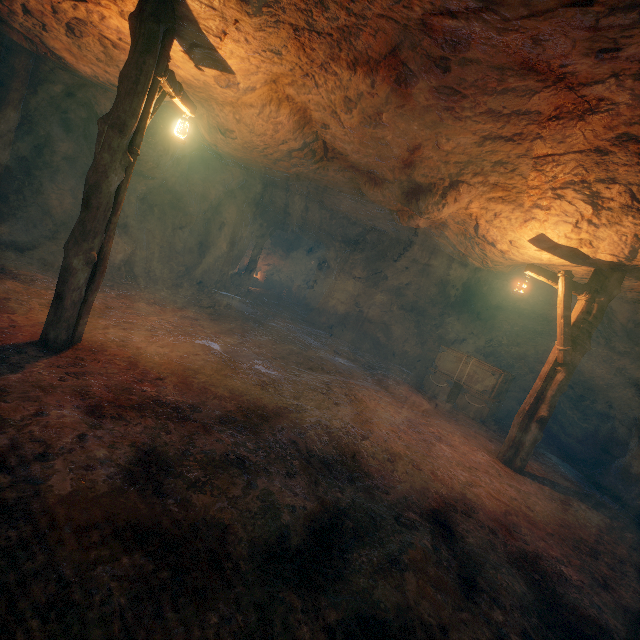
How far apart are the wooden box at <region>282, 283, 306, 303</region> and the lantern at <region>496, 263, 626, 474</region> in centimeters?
1667cm

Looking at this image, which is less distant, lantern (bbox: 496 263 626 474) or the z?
lantern (bbox: 496 263 626 474)

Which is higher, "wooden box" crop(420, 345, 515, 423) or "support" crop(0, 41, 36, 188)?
"support" crop(0, 41, 36, 188)

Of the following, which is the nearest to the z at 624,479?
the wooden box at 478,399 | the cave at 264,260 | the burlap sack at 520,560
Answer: the burlap sack at 520,560

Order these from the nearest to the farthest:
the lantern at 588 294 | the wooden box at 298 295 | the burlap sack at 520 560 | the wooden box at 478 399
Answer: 1. the burlap sack at 520 560
2. the lantern at 588 294
3. the wooden box at 478 399
4. the wooden box at 298 295

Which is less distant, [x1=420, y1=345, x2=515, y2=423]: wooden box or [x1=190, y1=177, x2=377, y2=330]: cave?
[x1=420, y1=345, x2=515, y2=423]: wooden box

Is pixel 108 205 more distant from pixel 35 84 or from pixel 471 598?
pixel 35 84

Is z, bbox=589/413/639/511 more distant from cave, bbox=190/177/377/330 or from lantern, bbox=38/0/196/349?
lantern, bbox=38/0/196/349
